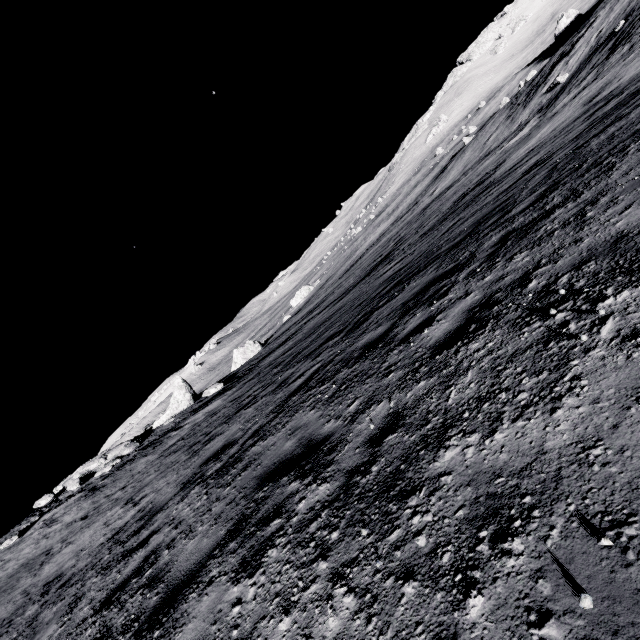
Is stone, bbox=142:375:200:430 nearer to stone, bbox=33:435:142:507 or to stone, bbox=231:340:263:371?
stone, bbox=33:435:142:507

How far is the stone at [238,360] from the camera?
45.0m

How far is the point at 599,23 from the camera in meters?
26.5 m

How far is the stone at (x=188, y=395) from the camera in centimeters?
2092cm

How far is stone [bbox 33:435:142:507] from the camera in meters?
17.1

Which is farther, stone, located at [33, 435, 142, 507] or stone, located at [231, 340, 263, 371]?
stone, located at [231, 340, 263, 371]

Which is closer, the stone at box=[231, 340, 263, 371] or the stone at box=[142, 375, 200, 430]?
the stone at box=[142, 375, 200, 430]

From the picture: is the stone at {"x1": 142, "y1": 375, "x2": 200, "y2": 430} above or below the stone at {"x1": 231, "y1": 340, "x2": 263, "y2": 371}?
above
